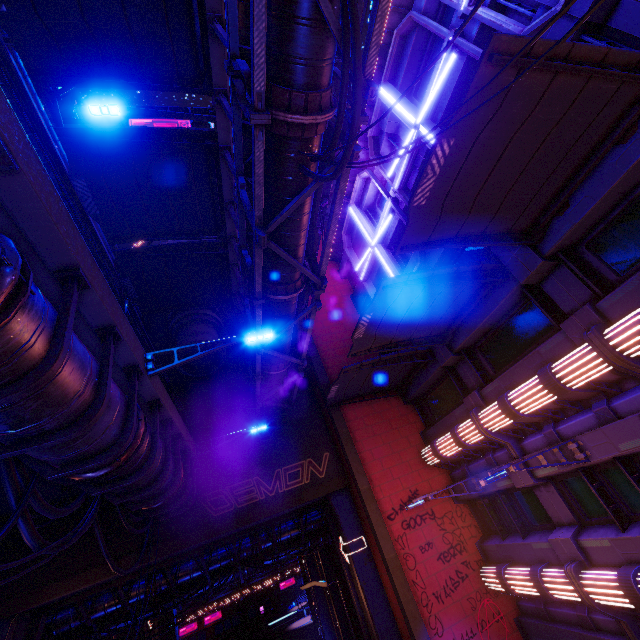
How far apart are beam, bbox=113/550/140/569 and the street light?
14.84m

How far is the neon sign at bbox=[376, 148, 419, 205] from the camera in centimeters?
1225cm

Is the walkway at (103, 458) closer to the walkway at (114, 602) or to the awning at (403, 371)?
the walkway at (114, 602)

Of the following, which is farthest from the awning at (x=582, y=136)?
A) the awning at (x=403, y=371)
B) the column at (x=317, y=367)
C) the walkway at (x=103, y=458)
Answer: the column at (x=317, y=367)

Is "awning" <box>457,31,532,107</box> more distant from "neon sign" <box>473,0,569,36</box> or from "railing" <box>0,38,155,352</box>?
"railing" <box>0,38,155,352</box>

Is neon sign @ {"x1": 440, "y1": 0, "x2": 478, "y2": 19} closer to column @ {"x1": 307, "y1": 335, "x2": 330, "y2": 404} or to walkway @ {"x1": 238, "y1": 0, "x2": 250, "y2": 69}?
walkway @ {"x1": 238, "y1": 0, "x2": 250, "y2": 69}

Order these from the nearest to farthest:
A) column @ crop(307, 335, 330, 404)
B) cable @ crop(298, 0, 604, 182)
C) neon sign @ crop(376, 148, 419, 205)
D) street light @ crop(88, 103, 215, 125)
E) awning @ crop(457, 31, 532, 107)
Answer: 1. cable @ crop(298, 0, 604, 182)
2. awning @ crop(457, 31, 532, 107)
3. street light @ crop(88, 103, 215, 125)
4. neon sign @ crop(376, 148, 419, 205)
5. column @ crop(307, 335, 330, 404)

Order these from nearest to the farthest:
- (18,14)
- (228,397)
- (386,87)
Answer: (18,14)
(386,87)
(228,397)
